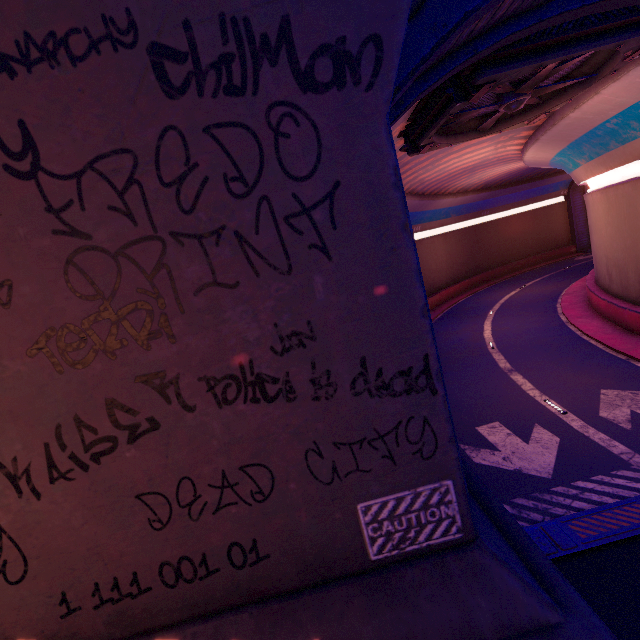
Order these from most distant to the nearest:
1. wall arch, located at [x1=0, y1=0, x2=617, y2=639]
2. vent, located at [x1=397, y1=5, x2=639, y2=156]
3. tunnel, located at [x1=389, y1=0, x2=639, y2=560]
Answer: vent, located at [x1=397, y1=5, x2=639, y2=156]
tunnel, located at [x1=389, y1=0, x2=639, y2=560]
wall arch, located at [x1=0, y1=0, x2=617, y2=639]

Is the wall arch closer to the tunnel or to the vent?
the tunnel

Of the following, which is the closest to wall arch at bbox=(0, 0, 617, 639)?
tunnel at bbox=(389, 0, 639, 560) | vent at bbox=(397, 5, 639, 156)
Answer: tunnel at bbox=(389, 0, 639, 560)

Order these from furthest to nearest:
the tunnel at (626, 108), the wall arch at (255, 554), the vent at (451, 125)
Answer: the vent at (451, 125)
the tunnel at (626, 108)
the wall arch at (255, 554)

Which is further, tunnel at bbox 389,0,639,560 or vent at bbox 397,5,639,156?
vent at bbox 397,5,639,156

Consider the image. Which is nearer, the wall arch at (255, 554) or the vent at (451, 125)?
the wall arch at (255, 554)

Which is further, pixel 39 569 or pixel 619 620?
pixel 619 620
